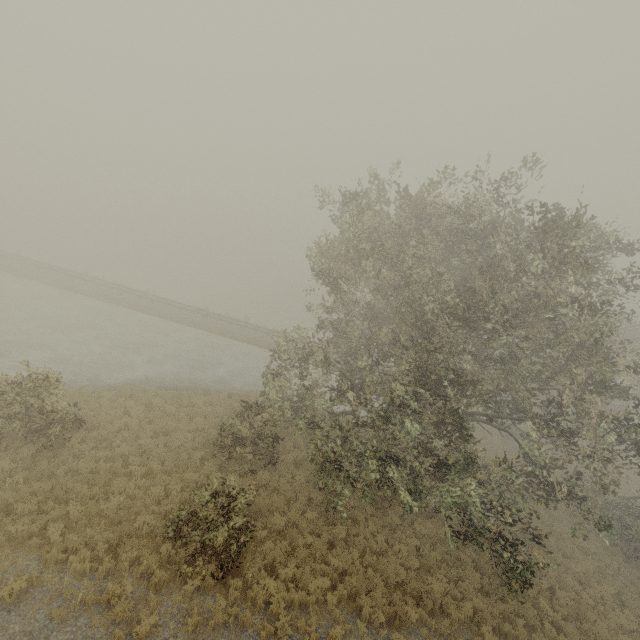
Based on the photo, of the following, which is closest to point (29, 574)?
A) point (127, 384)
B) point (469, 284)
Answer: point (127, 384)
